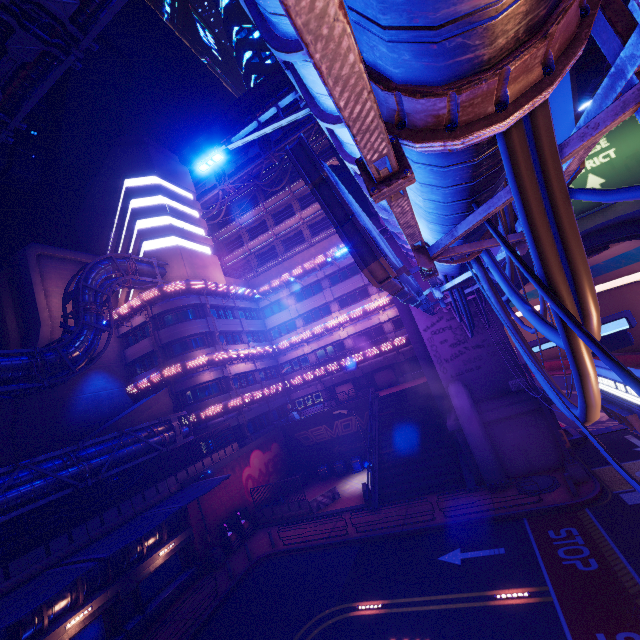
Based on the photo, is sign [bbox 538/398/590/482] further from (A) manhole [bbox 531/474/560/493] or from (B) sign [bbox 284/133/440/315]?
(B) sign [bbox 284/133/440/315]

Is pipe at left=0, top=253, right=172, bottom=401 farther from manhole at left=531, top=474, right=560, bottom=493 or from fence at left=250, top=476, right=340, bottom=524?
manhole at left=531, top=474, right=560, bottom=493

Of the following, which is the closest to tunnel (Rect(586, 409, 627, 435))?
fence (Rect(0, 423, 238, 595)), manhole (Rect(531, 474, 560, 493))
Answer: manhole (Rect(531, 474, 560, 493))

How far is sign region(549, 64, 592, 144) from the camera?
3.9 meters

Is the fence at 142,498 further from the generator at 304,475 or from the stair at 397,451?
the stair at 397,451

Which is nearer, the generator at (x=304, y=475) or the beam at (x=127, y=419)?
the beam at (x=127, y=419)

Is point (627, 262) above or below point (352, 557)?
above

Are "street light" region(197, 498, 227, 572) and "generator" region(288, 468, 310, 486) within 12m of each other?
yes
